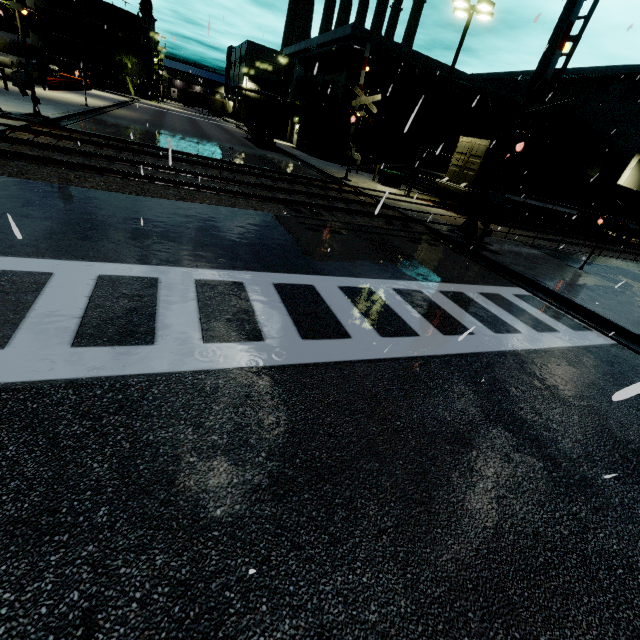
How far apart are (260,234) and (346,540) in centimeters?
744cm

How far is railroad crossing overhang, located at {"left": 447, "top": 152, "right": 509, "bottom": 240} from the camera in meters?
12.3 m

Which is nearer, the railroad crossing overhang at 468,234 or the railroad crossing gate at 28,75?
the railroad crossing overhang at 468,234

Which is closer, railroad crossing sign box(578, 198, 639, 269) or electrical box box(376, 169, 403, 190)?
railroad crossing sign box(578, 198, 639, 269)

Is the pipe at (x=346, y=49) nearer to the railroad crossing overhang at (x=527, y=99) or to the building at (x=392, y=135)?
the building at (x=392, y=135)

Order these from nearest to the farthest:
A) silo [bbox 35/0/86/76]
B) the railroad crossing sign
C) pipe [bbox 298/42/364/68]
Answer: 1. the railroad crossing sign
2. pipe [bbox 298/42/364/68]
3. silo [bbox 35/0/86/76]

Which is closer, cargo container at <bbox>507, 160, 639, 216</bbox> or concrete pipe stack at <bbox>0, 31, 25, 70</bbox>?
cargo container at <bbox>507, 160, 639, 216</bbox>

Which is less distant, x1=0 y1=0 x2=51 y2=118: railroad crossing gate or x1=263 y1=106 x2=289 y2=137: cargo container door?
x1=0 y1=0 x2=51 y2=118: railroad crossing gate
